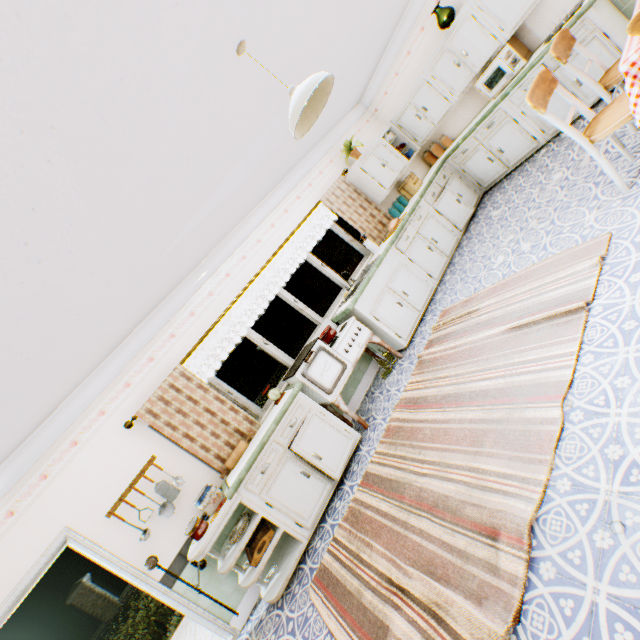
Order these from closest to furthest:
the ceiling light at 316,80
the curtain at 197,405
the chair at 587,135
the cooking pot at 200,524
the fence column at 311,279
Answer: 1. the ceiling light at 316,80
2. the chair at 587,135
3. the cooking pot at 200,524
4. the curtain at 197,405
5. the fence column at 311,279

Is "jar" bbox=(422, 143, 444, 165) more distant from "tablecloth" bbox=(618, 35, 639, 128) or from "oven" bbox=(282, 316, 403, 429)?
"oven" bbox=(282, 316, 403, 429)

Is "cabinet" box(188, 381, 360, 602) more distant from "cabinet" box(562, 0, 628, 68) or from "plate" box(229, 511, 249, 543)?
"cabinet" box(562, 0, 628, 68)

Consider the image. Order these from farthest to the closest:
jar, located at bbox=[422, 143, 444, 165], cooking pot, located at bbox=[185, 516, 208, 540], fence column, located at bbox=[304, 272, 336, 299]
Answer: fence column, located at bbox=[304, 272, 336, 299]
jar, located at bbox=[422, 143, 444, 165]
cooking pot, located at bbox=[185, 516, 208, 540]

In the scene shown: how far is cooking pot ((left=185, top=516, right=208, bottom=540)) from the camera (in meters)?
3.40

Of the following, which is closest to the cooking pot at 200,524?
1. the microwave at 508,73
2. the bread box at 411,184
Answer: the bread box at 411,184

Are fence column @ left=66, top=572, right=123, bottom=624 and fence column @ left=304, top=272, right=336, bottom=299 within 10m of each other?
no

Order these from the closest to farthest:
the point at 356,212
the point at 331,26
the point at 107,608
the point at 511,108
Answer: the point at 331,26 → the point at 511,108 → the point at 356,212 → the point at 107,608
